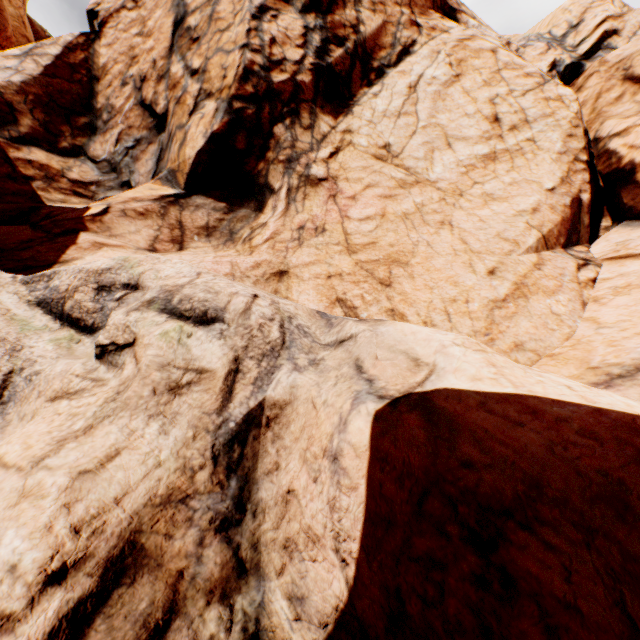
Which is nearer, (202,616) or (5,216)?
(202,616)
